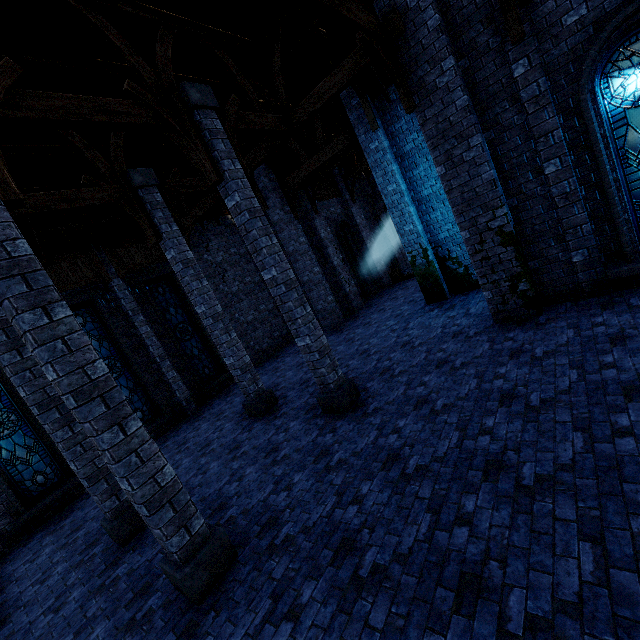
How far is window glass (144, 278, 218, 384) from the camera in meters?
13.0

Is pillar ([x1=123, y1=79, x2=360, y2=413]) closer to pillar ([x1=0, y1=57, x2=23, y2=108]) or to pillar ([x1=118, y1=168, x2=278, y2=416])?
pillar ([x1=0, y1=57, x2=23, y2=108])

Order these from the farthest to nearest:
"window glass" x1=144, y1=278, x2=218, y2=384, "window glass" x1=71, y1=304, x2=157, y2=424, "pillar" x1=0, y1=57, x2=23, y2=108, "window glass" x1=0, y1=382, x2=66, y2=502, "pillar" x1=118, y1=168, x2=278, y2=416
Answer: "window glass" x1=144, y1=278, x2=218, y2=384 < "window glass" x1=71, y1=304, x2=157, y2=424 < "window glass" x1=0, y1=382, x2=66, y2=502 < "pillar" x1=118, y1=168, x2=278, y2=416 < "pillar" x1=0, y1=57, x2=23, y2=108

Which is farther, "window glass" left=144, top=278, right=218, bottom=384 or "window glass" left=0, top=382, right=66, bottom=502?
"window glass" left=144, top=278, right=218, bottom=384

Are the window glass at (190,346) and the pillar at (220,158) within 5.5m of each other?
no

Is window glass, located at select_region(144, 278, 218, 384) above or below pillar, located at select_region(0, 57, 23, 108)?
below

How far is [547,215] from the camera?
6.8m

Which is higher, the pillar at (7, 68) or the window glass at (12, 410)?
the pillar at (7, 68)
